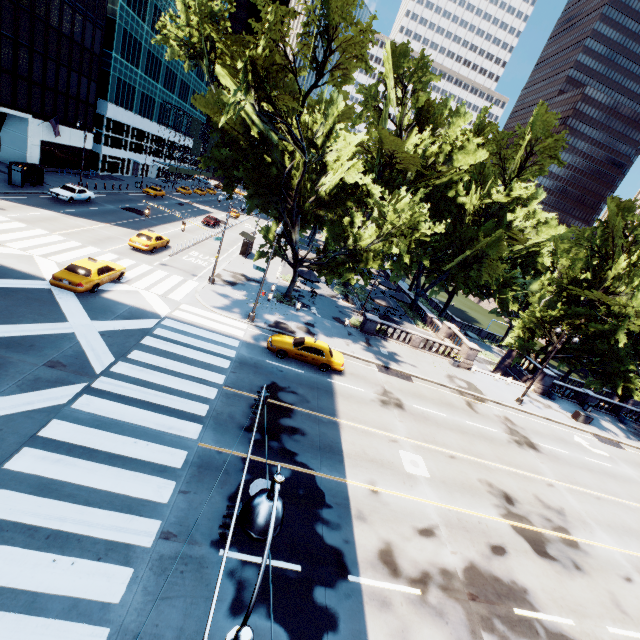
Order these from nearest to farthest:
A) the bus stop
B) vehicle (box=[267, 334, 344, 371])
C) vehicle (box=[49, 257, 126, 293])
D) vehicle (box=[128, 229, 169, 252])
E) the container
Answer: vehicle (box=[49, 257, 126, 293]), vehicle (box=[267, 334, 344, 371]), vehicle (box=[128, 229, 169, 252]), the container, the bus stop

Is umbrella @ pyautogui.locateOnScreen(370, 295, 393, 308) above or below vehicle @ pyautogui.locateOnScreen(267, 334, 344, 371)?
above

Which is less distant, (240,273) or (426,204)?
(240,273)

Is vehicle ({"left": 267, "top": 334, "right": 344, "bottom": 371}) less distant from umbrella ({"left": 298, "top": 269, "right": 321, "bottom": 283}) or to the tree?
the tree

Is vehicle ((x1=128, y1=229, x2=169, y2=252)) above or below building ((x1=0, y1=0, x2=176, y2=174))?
below

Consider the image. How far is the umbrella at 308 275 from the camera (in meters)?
32.19

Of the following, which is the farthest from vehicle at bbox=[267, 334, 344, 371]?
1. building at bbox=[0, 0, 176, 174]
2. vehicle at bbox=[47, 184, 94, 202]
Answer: building at bbox=[0, 0, 176, 174]

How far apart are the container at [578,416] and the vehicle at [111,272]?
40.0 meters
